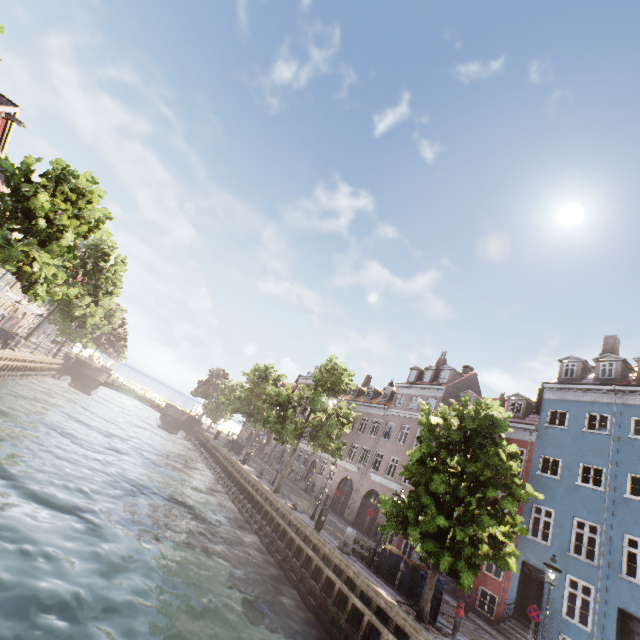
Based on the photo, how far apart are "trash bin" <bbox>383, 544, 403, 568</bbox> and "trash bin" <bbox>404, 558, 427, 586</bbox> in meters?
0.5

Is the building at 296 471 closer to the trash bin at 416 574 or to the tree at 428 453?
the tree at 428 453

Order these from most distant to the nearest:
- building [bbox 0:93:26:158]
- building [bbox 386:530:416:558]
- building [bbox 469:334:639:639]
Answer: building [bbox 0:93:26:158] → building [bbox 386:530:416:558] → building [bbox 469:334:639:639]

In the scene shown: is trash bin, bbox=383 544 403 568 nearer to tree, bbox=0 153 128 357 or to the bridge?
tree, bbox=0 153 128 357

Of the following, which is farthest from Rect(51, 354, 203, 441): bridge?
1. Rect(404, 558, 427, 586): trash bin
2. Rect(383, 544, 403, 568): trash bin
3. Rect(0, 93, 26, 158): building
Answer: Rect(404, 558, 427, 586): trash bin

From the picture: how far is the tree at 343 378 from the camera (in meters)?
23.52

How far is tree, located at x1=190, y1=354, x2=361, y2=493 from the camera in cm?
2352

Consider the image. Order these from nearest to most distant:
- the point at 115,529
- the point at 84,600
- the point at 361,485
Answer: the point at 84,600 < the point at 115,529 < the point at 361,485
